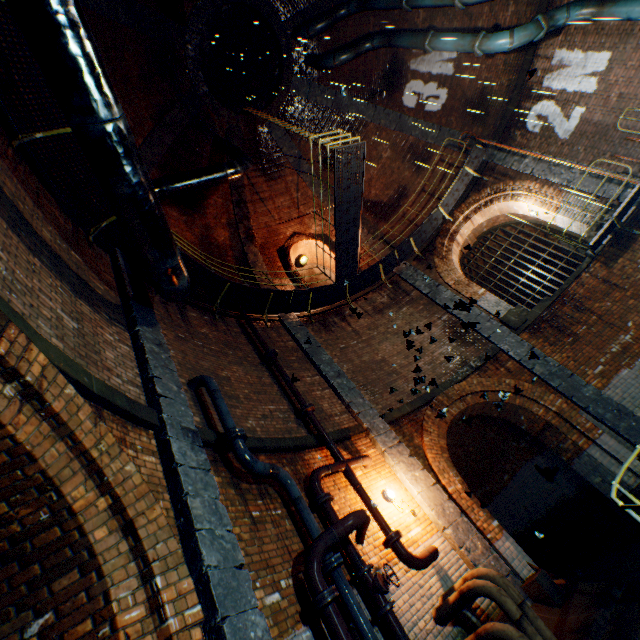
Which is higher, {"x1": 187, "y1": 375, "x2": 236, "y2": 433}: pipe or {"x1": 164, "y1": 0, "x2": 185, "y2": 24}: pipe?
{"x1": 164, "y1": 0, "x2": 185, "y2": 24}: pipe

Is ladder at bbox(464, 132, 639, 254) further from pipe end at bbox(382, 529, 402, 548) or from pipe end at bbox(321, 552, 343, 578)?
pipe end at bbox(321, 552, 343, 578)

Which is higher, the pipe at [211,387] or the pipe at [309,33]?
the pipe at [309,33]

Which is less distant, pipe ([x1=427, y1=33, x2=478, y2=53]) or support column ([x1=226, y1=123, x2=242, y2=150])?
pipe ([x1=427, y1=33, x2=478, y2=53])

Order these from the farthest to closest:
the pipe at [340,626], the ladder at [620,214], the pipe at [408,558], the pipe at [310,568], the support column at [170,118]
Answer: the support column at [170,118] → the ladder at [620,214] → the pipe at [408,558] → the pipe at [310,568] → the pipe at [340,626]

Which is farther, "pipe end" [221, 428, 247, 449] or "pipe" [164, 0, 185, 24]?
"pipe" [164, 0, 185, 24]

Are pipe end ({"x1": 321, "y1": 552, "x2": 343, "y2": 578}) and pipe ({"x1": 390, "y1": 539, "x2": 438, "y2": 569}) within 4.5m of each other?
yes

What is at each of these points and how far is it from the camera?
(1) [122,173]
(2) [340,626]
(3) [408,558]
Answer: (1) pipe, 4.1 meters
(2) pipe, 3.6 meters
(3) pipe, 5.4 meters
